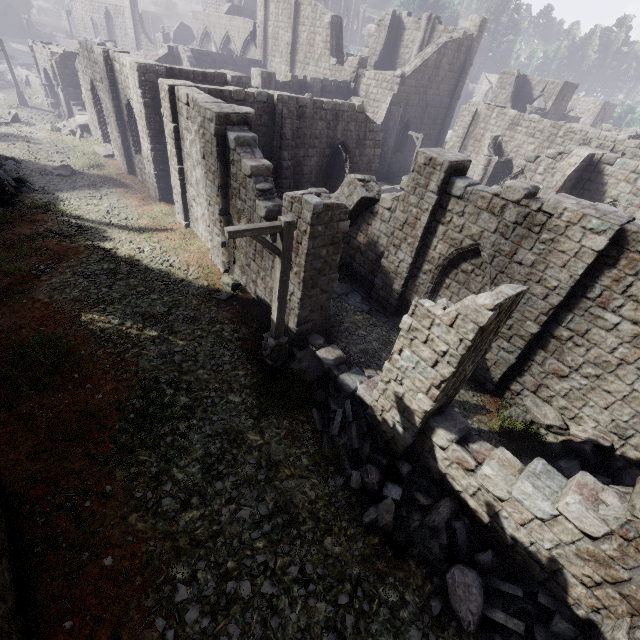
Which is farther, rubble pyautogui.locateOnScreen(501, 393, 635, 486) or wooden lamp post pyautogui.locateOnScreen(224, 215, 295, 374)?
rubble pyautogui.locateOnScreen(501, 393, 635, 486)

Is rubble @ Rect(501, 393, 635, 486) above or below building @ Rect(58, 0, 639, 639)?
below

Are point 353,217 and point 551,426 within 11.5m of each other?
yes

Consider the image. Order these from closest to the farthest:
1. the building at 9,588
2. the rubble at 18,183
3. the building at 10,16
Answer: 1. the building at 9,588
2. the rubble at 18,183
3. the building at 10,16

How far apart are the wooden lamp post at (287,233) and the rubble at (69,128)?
26.0m

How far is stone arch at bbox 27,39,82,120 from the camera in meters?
26.8 m

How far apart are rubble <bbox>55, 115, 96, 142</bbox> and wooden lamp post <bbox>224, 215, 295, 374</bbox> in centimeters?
2602cm

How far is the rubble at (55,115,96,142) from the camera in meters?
24.6 m
